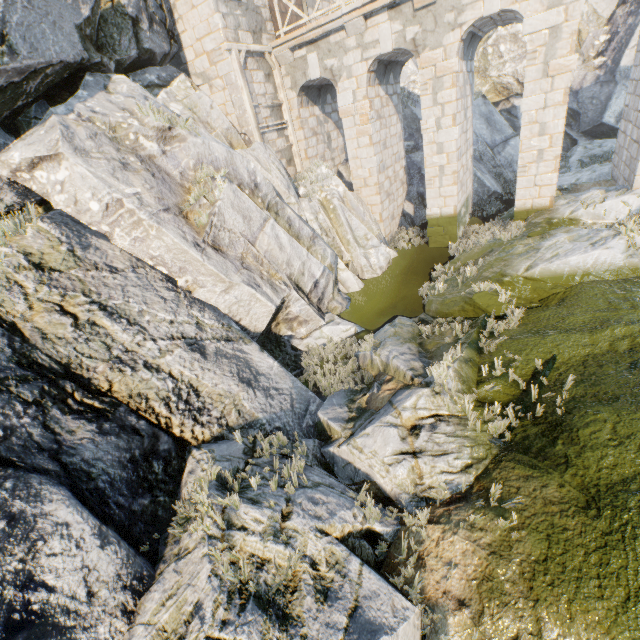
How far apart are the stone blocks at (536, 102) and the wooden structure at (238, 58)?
8.1 meters

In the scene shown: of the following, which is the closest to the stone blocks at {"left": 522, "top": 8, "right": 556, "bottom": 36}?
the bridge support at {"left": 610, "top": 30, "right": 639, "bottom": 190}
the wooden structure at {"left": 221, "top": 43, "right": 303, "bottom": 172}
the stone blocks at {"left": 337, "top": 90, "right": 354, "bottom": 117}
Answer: the bridge support at {"left": 610, "top": 30, "right": 639, "bottom": 190}

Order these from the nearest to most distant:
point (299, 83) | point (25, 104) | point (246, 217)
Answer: point (25, 104) → point (246, 217) → point (299, 83)

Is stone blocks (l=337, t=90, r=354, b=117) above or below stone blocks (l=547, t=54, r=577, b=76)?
above

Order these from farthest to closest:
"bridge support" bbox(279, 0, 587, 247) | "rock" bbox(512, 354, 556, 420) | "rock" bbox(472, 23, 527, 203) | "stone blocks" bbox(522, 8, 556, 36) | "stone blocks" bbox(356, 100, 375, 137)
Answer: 1. "rock" bbox(472, 23, 527, 203)
2. "stone blocks" bbox(356, 100, 375, 137)
3. "bridge support" bbox(279, 0, 587, 247)
4. "stone blocks" bbox(522, 8, 556, 36)
5. "rock" bbox(512, 354, 556, 420)

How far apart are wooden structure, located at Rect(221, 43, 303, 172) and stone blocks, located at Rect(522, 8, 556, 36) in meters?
8.0

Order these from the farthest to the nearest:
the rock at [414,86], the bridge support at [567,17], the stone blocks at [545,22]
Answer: the rock at [414,86], the bridge support at [567,17], the stone blocks at [545,22]

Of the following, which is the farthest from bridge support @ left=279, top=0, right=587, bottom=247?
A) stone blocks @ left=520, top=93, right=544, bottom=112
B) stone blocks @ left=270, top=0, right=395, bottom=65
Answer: stone blocks @ left=520, top=93, right=544, bottom=112
